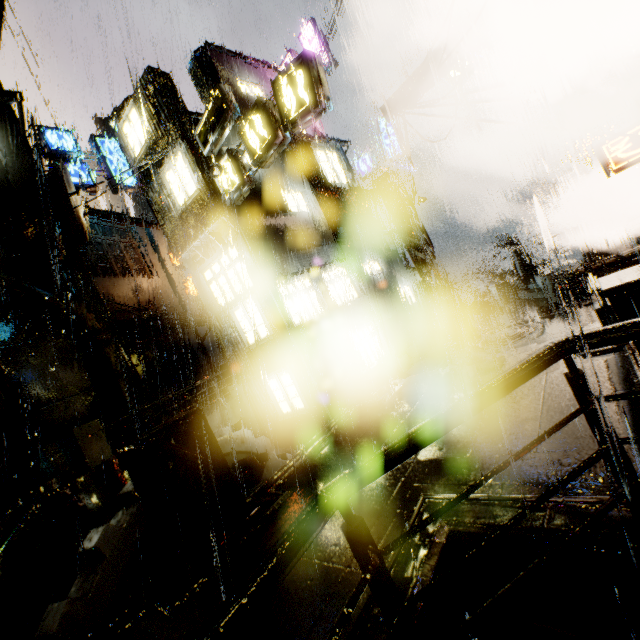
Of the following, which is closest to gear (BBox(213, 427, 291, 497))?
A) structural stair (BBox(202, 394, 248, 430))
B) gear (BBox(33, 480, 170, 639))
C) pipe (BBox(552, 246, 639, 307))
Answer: gear (BBox(33, 480, 170, 639))

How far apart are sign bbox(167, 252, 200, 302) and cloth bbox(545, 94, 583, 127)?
22.0m

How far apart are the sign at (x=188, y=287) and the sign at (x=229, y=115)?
13.8m

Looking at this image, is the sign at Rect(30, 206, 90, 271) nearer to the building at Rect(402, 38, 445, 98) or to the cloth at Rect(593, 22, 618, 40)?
the building at Rect(402, 38, 445, 98)

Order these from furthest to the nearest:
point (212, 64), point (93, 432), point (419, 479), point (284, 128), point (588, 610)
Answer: point (212, 64), point (284, 128), point (93, 432), point (419, 479), point (588, 610)

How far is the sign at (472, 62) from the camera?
13.8m

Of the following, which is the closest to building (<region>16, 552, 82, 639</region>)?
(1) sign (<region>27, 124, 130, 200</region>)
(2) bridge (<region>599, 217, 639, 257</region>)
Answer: (2) bridge (<region>599, 217, 639, 257</region>)

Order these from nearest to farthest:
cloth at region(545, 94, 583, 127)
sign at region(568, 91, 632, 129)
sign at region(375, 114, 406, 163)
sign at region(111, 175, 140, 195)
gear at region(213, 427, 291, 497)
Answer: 1. gear at region(213, 427, 291, 497)
2. cloth at region(545, 94, 583, 127)
3. sign at region(568, 91, 632, 129)
4. sign at region(375, 114, 406, 163)
5. sign at region(111, 175, 140, 195)
